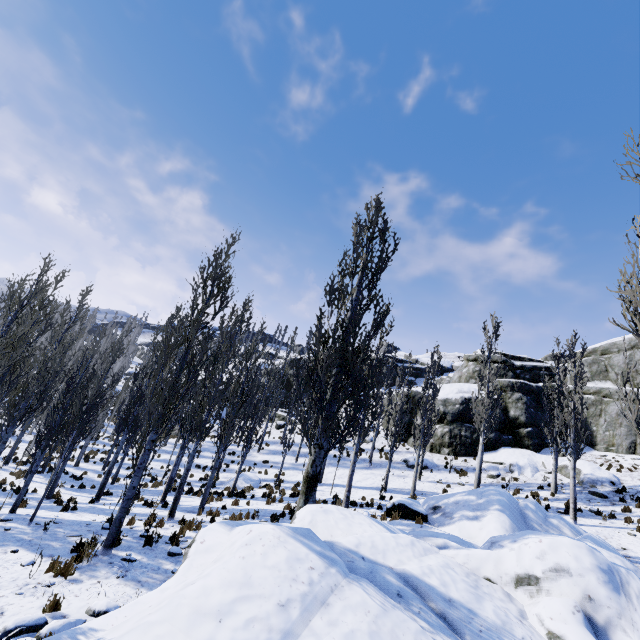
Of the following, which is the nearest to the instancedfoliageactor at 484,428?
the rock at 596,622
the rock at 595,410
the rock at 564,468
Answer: the rock at 596,622

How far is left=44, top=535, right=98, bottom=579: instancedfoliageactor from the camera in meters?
6.9

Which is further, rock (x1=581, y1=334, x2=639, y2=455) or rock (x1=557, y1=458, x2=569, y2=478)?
rock (x1=581, y1=334, x2=639, y2=455)

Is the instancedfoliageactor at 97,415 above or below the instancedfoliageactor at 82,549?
above

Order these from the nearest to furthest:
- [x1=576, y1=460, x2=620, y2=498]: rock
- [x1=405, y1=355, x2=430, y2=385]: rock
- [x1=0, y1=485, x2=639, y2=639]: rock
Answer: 1. [x1=0, y1=485, x2=639, y2=639]: rock
2. [x1=576, y1=460, x2=620, y2=498]: rock
3. [x1=405, y1=355, x2=430, y2=385]: rock

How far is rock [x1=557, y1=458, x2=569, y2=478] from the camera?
22.05m

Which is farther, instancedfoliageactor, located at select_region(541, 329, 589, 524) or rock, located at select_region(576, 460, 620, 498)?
rock, located at select_region(576, 460, 620, 498)

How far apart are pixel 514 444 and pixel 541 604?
23.5 meters
